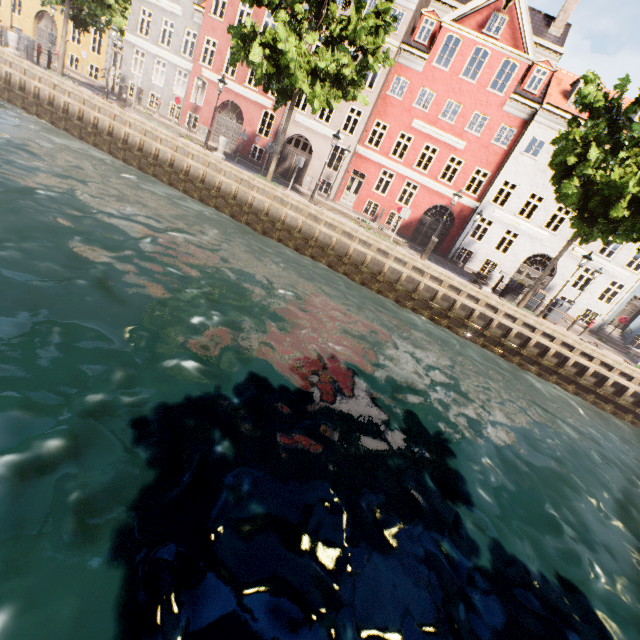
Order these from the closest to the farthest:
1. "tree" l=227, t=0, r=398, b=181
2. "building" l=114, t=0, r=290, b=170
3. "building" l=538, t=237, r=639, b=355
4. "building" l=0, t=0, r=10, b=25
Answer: "tree" l=227, t=0, r=398, b=181, "building" l=538, t=237, r=639, b=355, "building" l=114, t=0, r=290, b=170, "building" l=0, t=0, r=10, b=25

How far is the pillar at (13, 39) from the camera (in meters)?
18.20

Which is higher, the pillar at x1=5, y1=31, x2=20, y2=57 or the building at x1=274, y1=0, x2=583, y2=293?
the building at x1=274, y1=0, x2=583, y2=293

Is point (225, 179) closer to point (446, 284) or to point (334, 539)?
point (446, 284)

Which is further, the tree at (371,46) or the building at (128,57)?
the building at (128,57)

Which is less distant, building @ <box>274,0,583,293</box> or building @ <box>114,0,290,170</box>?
building @ <box>274,0,583,293</box>

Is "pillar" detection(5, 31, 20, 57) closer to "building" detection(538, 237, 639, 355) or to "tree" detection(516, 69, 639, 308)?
"tree" detection(516, 69, 639, 308)
